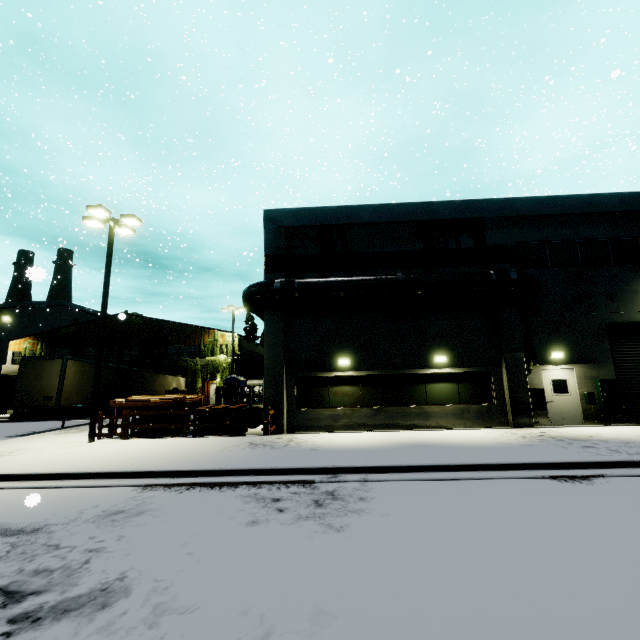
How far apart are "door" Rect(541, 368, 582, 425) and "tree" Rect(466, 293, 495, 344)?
2.28m

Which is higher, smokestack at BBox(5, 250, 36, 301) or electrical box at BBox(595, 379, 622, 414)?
smokestack at BBox(5, 250, 36, 301)

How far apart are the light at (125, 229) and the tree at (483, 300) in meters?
15.8

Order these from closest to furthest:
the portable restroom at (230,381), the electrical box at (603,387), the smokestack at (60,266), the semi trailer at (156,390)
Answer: the electrical box at (603,387) → the semi trailer at (156,390) → the portable restroom at (230,381) → the smokestack at (60,266)

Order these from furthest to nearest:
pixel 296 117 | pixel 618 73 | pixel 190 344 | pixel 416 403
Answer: pixel 296 117 < pixel 190 344 < pixel 416 403 < pixel 618 73

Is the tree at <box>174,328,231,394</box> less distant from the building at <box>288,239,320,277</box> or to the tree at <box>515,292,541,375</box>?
the building at <box>288,239,320,277</box>

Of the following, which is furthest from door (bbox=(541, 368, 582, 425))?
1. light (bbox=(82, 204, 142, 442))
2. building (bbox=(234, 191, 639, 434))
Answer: light (bbox=(82, 204, 142, 442))

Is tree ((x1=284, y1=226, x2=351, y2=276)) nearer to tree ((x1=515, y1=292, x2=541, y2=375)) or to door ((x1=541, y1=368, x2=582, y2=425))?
tree ((x1=515, y1=292, x2=541, y2=375))
